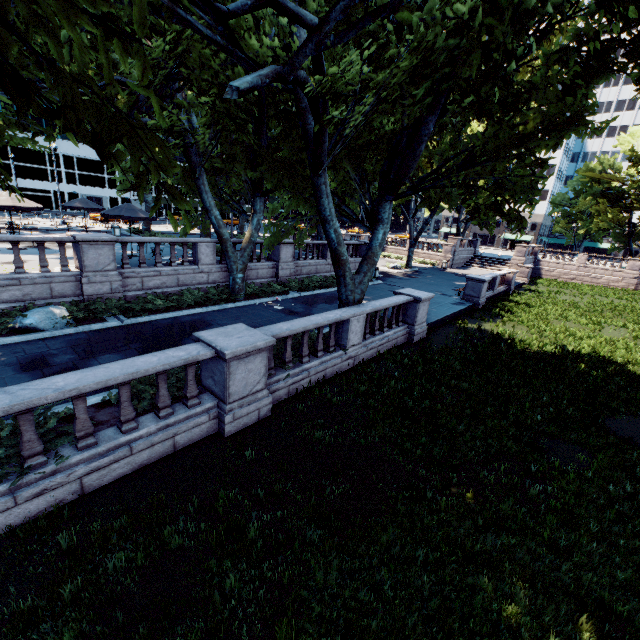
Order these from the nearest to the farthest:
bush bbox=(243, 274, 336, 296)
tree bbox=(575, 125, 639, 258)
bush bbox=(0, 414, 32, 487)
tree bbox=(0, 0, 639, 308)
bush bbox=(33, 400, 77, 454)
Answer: tree bbox=(0, 0, 639, 308)
bush bbox=(0, 414, 32, 487)
bush bbox=(33, 400, 77, 454)
bush bbox=(243, 274, 336, 296)
tree bbox=(575, 125, 639, 258)

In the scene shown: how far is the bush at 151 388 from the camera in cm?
723

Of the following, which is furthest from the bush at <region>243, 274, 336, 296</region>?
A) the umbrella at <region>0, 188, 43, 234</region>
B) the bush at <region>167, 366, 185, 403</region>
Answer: the umbrella at <region>0, 188, 43, 234</region>

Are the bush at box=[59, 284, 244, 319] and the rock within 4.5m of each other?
yes

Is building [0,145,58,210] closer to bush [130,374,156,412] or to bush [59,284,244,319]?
bush [59,284,244,319]

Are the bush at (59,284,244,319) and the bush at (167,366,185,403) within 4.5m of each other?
no

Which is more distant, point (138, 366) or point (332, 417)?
point (332, 417)

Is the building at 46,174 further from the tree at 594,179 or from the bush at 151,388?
the bush at 151,388
